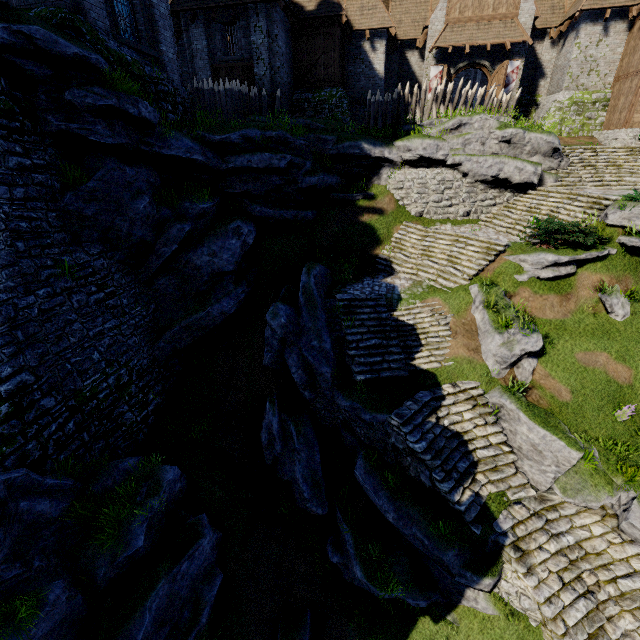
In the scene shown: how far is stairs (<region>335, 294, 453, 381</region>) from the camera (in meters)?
12.64

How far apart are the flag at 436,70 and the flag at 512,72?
4.17m

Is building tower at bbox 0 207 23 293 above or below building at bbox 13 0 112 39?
below

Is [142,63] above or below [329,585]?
above

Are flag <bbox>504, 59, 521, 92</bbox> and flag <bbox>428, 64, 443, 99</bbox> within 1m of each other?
no

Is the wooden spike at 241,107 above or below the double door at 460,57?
below

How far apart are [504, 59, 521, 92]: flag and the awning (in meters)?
0.83

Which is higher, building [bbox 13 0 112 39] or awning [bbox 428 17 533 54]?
awning [bbox 428 17 533 54]
